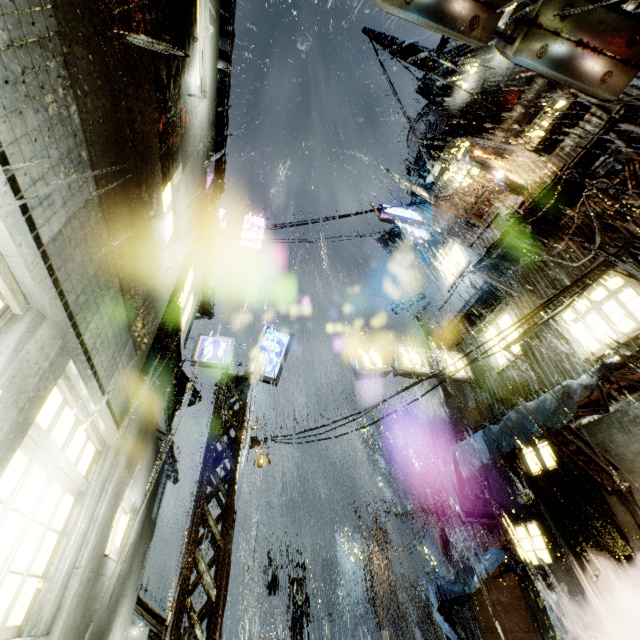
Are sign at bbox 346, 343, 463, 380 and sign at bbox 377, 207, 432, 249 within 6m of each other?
no

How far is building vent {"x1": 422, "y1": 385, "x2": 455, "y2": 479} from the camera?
18.81m

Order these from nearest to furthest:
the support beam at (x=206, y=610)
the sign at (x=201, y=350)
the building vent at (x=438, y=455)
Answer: the support beam at (x=206, y=610)
the sign at (x=201, y=350)
the building vent at (x=438, y=455)

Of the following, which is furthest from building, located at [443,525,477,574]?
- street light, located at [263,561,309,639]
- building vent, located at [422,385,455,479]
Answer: street light, located at [263,561,309,639]

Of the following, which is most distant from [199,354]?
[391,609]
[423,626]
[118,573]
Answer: [423,626]

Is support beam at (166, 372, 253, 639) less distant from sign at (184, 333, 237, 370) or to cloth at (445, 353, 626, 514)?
sign at (184, 333, 237, 370)

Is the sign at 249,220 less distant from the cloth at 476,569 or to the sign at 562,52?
the sign at 562,52

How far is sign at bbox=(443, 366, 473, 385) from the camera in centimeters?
1370cm
